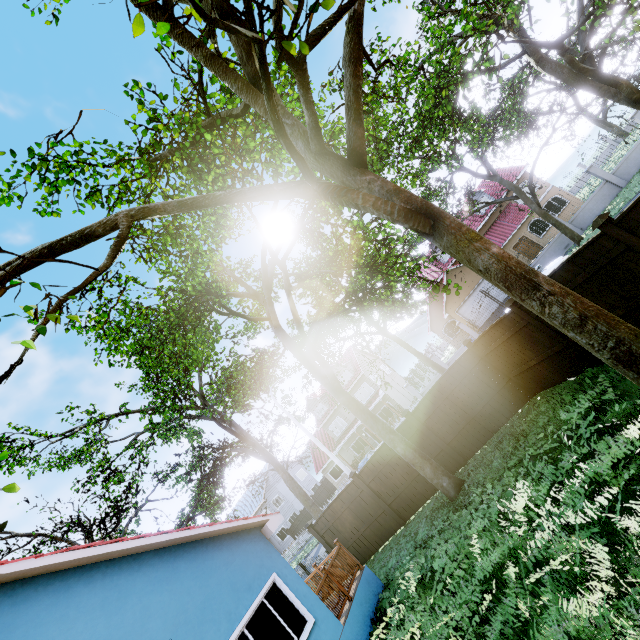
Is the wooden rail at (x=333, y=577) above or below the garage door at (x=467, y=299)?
below

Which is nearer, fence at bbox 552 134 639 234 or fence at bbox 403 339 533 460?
fence at bbox 403 339 533 460

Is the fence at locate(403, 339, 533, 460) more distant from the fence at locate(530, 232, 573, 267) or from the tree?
the fence at locate(530, 232, 573, 267)

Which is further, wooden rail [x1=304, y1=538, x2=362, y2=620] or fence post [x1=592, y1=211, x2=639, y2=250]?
wooden rail [x1=304, y1=538, x2=362, y2=620]

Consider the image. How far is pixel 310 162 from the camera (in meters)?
5.11

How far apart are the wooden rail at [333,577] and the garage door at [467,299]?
23.72m

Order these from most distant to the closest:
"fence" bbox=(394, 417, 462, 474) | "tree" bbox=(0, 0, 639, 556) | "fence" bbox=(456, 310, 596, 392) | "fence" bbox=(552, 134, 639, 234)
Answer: "fence" bbox=(552, 134, 639, 234) < "fence" bbox=(394, 417, 462, 474) < "fence" bbox=(456, 310, 596, 392) < "tree" bbox=(0, 0, 639, 556)

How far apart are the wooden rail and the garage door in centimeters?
2372cm
